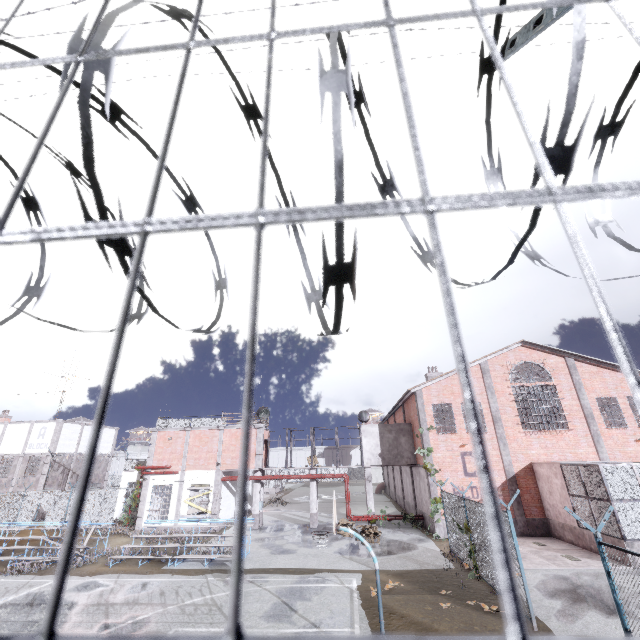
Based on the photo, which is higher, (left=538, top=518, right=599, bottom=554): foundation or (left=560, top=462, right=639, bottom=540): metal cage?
(left=560, top=462, right=639, bottom=540): metal cage

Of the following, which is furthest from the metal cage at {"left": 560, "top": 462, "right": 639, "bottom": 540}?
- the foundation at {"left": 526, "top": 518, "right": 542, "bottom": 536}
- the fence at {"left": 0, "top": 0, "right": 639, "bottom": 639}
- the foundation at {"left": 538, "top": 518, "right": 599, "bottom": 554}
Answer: the fence at {"left": 0, "top": 0, "right": 639, "bottom": 639}

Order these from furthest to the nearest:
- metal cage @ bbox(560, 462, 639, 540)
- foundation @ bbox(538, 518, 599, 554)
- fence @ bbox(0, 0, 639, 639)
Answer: →
foundation @ bbox(538, 518, 599, 554)
metal cage @ bbox(560, 462, 639, 540)
fence @ bbox(0, 0, 639, 639)

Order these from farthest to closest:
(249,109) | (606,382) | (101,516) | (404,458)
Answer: (101,516) < (404,458) < (606,382) < (249,109)

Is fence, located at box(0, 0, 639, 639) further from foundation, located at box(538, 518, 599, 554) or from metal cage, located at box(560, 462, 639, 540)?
foundation, located at box(538, 518, 599, 554)

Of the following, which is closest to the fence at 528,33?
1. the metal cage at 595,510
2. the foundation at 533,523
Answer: the metal cage at 595,510

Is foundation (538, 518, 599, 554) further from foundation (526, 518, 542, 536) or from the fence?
the fence

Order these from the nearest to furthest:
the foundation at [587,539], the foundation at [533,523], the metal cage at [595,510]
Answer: the metal cage at [595,510], the foundation at [587,539], the foundation at [533,523]
